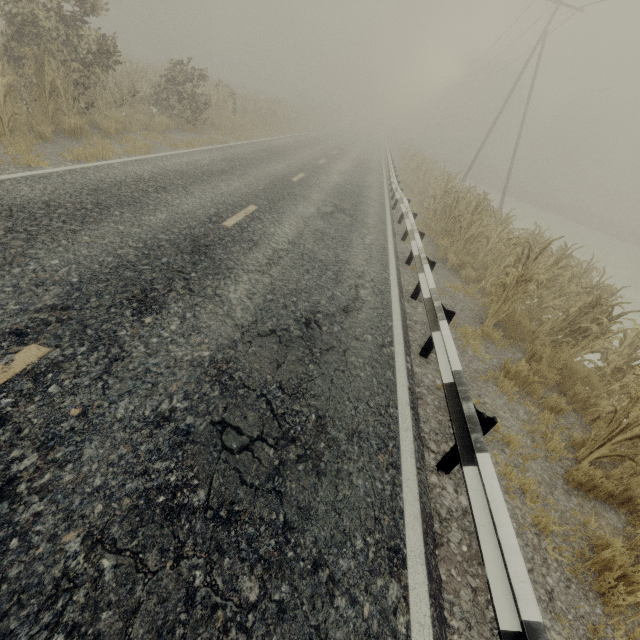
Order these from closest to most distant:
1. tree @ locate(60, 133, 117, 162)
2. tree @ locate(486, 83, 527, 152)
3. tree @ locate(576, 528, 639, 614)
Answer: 1. tree @ locate(576, 528, 639, 614)
2. tree @ locate(60, 133, 117, 162)
3. tree @ locate(486, 83, 527, 152)

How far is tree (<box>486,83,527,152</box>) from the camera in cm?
5562

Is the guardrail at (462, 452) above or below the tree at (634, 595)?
above

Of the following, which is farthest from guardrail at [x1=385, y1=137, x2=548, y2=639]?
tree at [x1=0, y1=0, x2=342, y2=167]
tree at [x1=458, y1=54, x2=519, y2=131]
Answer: tree at [x1=0, y1=0, x2=342, y2=167]

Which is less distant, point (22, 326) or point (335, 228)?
point (22, 326)

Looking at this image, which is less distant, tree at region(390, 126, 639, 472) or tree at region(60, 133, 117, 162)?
tree at region(390, 126, 639, 472)

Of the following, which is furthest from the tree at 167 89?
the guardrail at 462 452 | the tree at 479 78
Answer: the guardrail at 462 452
